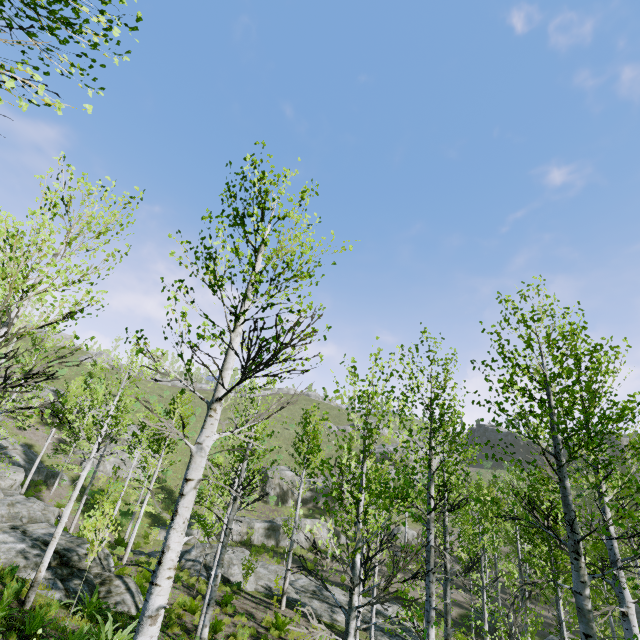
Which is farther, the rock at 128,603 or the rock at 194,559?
the rock at 194,559

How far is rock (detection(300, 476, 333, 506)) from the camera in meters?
43.2 m

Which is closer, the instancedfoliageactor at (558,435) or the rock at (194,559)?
the instancedfoliageactor at (558,435)

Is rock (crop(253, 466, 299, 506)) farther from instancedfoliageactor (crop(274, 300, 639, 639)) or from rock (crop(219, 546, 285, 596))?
rock (crop(219, 546, 285, 596))

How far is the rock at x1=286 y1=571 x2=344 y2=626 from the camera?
17.5m

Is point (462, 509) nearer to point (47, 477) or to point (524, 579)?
point (524, 579)

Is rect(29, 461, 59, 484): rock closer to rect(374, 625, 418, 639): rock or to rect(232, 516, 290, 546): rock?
rect(232, 516, 290, 546): rock

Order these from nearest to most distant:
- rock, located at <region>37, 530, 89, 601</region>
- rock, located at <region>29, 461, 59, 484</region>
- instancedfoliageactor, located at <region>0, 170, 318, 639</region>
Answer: instancedfoliageactor, located at <region>0, 170, 318, 639</region> → rock, located at <region>37, 530, 89, 601</region> → rock, located at <region>29, 461, 59, 484</region>
